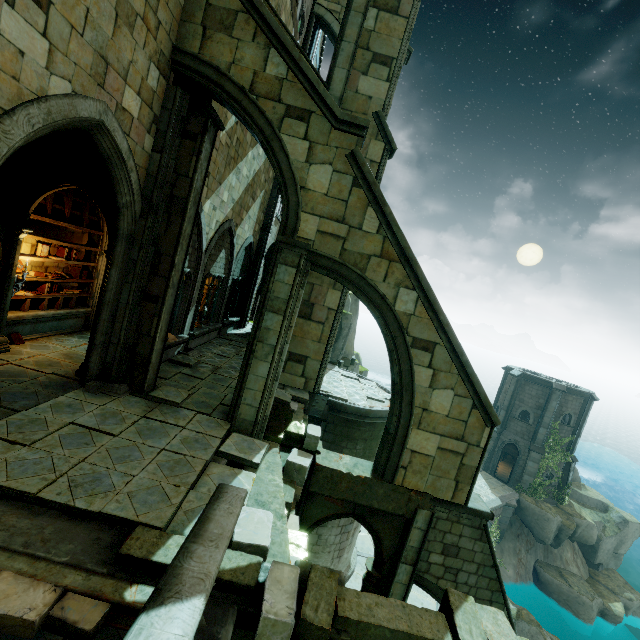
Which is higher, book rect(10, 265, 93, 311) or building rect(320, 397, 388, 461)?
book rect(10, 265, 93, 311)

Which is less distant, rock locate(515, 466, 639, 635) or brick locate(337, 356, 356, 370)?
brick locate(337, 356, 356, 370)

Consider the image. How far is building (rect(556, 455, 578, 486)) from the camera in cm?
2716

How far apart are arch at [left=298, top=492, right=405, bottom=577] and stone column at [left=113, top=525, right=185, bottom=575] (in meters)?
3.90

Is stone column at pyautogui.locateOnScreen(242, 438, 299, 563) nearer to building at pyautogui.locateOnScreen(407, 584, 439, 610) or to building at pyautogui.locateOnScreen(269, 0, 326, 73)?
building at pyautogui.locateOnScreen(407, 584, 439, 610)

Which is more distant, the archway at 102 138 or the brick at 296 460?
the archway at 102 138

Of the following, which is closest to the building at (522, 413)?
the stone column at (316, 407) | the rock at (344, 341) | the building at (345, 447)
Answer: the rock at (344, 341)

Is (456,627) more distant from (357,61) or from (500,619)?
(357,61)
